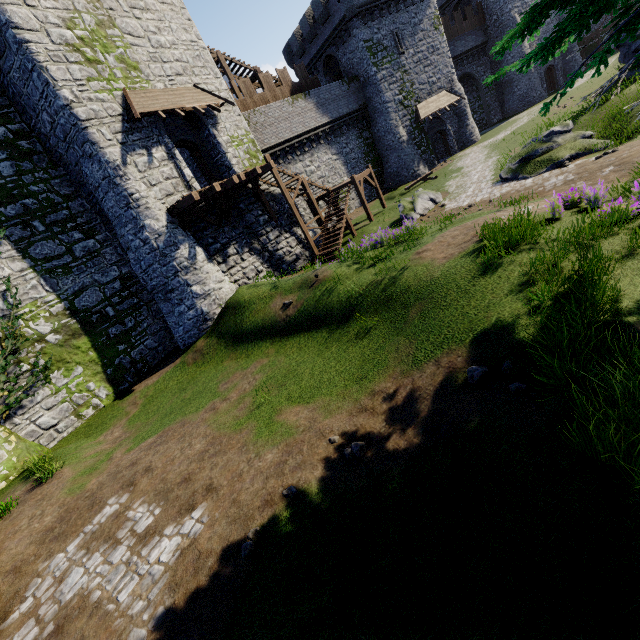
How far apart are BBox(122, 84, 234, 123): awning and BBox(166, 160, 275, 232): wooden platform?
3.1 meters

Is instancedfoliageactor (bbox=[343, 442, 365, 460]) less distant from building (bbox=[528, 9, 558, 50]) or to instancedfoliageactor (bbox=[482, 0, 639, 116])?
instancedfoliageactor (bbox=[482, 0, 639, 116])

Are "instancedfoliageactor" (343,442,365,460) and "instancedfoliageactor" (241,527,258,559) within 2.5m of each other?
yes

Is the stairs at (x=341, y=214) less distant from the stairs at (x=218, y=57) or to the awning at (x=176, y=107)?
the awning at (x=176, y=107)

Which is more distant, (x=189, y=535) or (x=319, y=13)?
(x=319, y=13)

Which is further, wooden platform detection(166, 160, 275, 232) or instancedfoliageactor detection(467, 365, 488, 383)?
wooden platform detection(166, 160, 275, 232)

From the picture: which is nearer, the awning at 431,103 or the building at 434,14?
the building at 434,14

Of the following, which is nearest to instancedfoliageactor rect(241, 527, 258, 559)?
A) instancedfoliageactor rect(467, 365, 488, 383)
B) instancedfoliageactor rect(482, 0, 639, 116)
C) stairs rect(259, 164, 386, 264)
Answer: instancedfoliageactor rect(467, 365, 488, 383)
